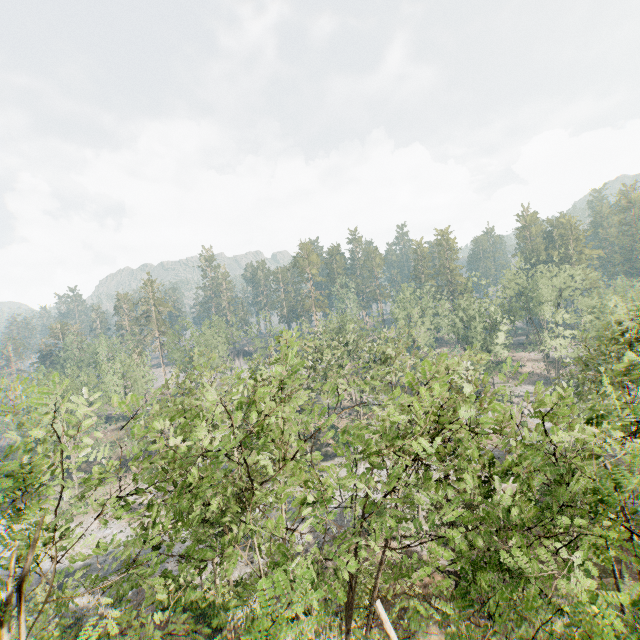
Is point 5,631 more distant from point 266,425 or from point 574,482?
point 574,482
